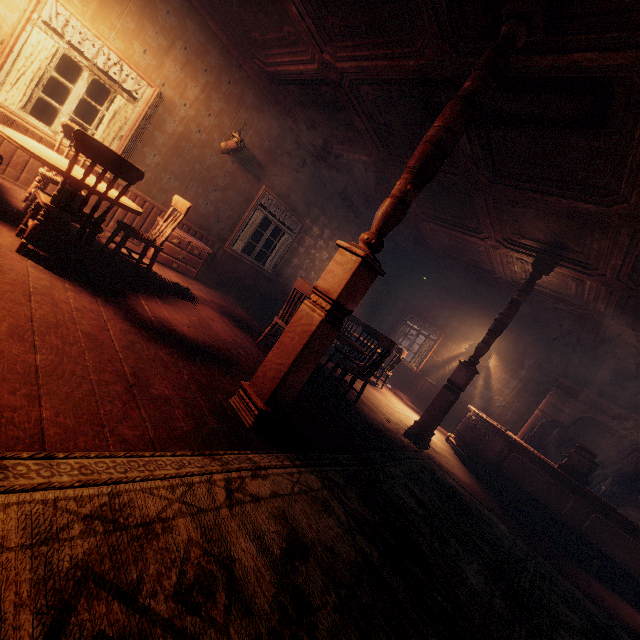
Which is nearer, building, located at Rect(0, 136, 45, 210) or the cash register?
building, located at Rect(0, 136, 45, 210)

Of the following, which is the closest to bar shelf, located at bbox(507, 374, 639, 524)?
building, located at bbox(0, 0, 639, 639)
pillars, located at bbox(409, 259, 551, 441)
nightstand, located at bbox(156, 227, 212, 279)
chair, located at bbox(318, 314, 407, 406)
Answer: building, located at bbox(0, 0, 639, 639)

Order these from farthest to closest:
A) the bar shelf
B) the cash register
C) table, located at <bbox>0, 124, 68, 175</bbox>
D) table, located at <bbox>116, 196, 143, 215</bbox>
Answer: the bar shelf, the cash register, table, located at <bbox>116, 196, 143, 215</bbox>, table, located at <bbox>0, 124, 68, 175</bbox>

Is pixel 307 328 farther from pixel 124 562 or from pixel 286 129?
pixel 286 129

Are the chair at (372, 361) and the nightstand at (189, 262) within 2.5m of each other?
no

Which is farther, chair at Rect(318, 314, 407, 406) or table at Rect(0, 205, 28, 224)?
chair at Rect(318, 314, 407, 406)

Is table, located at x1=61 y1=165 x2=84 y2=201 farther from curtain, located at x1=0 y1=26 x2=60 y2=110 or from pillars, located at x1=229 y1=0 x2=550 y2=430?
pillars, located at x1=229 y1=0 x2=550 y2=430

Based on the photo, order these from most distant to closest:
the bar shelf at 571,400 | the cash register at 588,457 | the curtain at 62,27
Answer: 1. the bar shelf at 571,400
2. the cash register at 588,457
3. the curtain at 62,27
